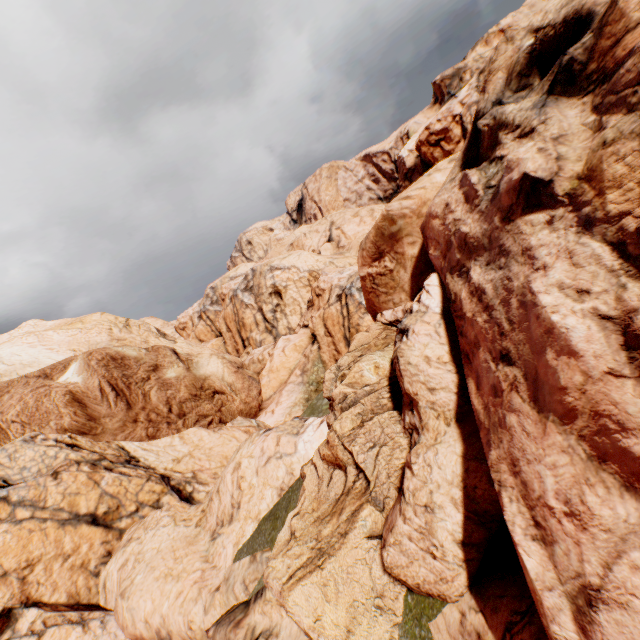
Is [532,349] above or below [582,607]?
above
